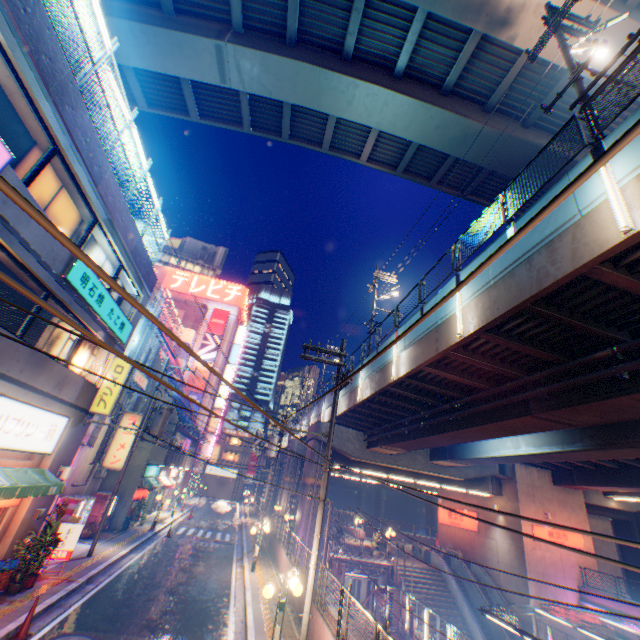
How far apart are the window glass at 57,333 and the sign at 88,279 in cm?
66

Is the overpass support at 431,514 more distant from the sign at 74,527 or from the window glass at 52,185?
the sign at 74,527

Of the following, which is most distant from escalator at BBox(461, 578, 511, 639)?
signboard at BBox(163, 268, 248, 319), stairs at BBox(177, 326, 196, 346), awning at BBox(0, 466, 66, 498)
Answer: signboard at BBox(163, 268, 248, 319)

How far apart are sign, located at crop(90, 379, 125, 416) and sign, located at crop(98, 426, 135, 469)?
7.7 meters

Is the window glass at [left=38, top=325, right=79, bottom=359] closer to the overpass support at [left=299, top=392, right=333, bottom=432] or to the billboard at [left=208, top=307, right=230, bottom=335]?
the overpass support at [left=299, top=392, right=333, bottom=432]

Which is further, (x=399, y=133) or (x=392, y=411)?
(x=392, y=411)

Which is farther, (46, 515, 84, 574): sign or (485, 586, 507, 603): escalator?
(485, 586, 507, 603): escalator

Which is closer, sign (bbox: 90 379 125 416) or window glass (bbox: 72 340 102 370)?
window glass (bbox: 72 340 102 370)
